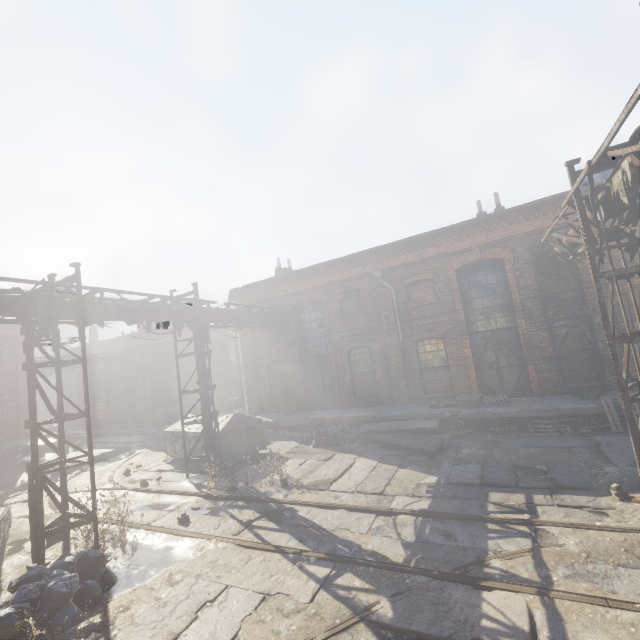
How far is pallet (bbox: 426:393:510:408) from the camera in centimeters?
1222cm

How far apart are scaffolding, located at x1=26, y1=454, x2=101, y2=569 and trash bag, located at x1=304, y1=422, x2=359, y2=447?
7.6 meters

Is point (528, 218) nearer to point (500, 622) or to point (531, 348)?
point (531, 348)

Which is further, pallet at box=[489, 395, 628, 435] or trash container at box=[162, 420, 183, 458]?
trash container at box=[162, 420, 183, 458]

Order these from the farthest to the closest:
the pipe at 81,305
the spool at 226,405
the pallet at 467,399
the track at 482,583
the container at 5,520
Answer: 1. the spool at 226,405
2. the pallet at 467,399
3. the pipe at 81,305
4. the container at 5,520
5. the track at 482,583

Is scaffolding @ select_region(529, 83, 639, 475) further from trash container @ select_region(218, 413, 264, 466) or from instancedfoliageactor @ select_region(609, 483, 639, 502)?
trash container @ select_region(218, 413, 264, 466)

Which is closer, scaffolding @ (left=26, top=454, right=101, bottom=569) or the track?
the track

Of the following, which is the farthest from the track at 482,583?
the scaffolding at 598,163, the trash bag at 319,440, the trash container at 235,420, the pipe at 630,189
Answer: the trash bag at 319,440
